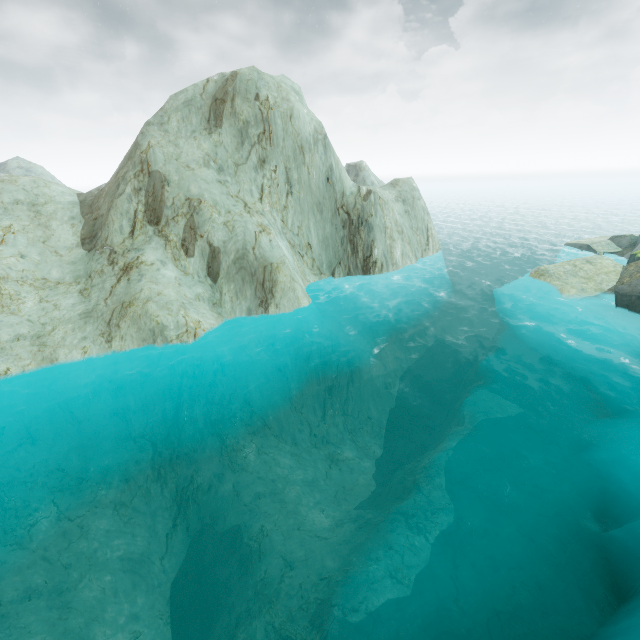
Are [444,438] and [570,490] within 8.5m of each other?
yes
